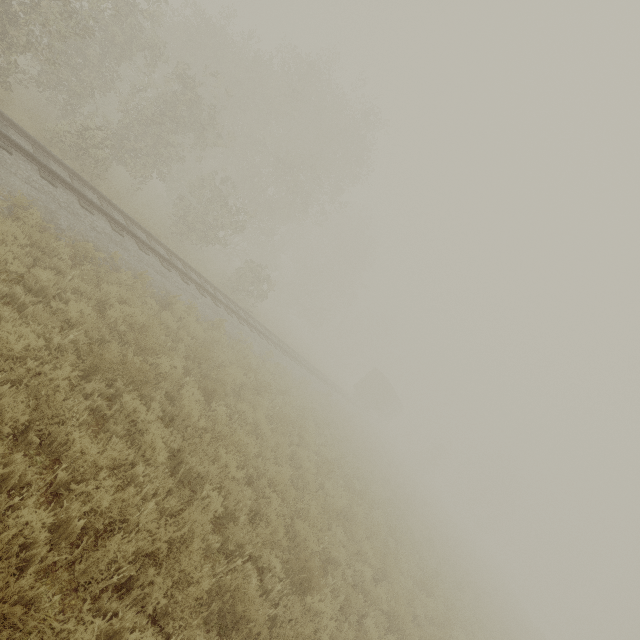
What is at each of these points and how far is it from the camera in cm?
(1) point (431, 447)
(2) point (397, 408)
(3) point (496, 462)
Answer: (1) tree, 5353
(2) boxcar, 4938
(3) tree, 5797

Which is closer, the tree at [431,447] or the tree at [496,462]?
the tree at [431,447]

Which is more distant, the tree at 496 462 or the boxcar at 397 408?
the tree at 496 462

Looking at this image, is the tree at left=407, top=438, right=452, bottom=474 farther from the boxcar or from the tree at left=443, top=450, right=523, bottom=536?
the tree at left=443, top=450, right=523, bottom=536

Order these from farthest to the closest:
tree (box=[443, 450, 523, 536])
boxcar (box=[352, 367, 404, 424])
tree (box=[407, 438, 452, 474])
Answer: tree (box=[443, 450, 523, 536])
tree (box=[407, 438, 452, 474])
boxcar (box=[352, 367, 404, 424])

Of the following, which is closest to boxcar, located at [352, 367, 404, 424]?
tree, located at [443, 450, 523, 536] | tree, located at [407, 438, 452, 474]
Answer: tree, located at [407, 438, 452, 474]

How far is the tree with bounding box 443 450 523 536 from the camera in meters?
55.8 m
